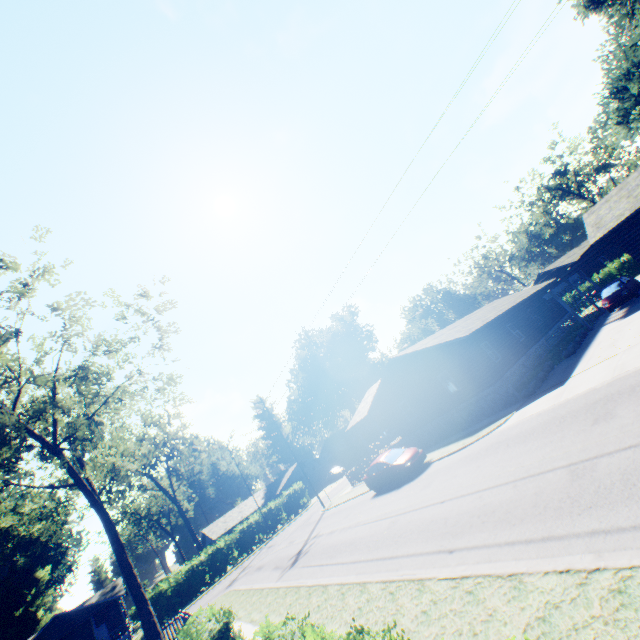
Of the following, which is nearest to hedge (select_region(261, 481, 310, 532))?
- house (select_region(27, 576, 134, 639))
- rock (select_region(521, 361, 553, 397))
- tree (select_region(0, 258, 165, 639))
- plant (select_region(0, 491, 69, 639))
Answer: house (select_region(27, 576, 134, 639))

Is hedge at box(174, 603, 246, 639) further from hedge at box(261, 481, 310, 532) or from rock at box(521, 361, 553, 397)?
hedge at box(261, 481, 310, 532)

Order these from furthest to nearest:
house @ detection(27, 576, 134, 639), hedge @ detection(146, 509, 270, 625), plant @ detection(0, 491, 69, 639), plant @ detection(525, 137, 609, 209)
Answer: plant @ detection(525, 137, 609, 209) → plant @ detection(0, 491, 69, 639) → house @ detection(27, 576, 134, 639) → hedge @ detection(146, 509, 270, 625)

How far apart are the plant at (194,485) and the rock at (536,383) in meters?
48.2

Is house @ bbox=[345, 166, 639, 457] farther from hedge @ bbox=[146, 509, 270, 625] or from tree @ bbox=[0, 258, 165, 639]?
tree @ bbox=[0, 258, 165, 639]

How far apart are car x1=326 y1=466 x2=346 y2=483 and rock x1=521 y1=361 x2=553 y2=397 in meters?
36.4

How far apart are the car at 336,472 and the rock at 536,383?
36.4m

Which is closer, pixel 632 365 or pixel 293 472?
pixel 632 365
